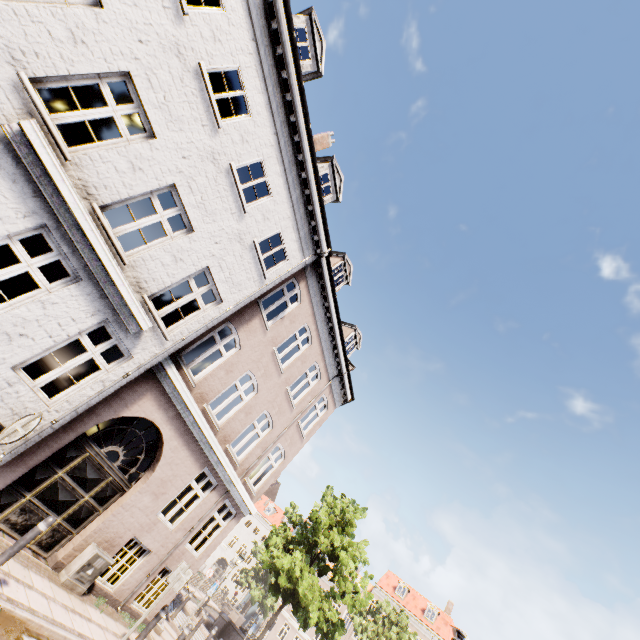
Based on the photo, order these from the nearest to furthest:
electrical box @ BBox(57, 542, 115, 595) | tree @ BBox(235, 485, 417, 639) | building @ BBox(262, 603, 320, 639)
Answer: electrical box @ BBox(57, 542, 115, 595) → tree @ BBox(235, 485, 417, 639) → building @ BBox(262, 603, 320, 639)

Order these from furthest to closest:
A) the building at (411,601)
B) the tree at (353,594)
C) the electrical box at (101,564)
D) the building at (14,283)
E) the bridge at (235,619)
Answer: the building at (411,601) → the bridge at (235,619) → the tree at (353,594) → the electrical box at (101,564) → the building at (14,283)

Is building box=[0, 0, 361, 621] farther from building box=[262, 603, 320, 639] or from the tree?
building box=[262, 603, 320, 639]

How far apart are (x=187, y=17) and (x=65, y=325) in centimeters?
669cm

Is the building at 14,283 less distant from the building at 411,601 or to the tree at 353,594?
the tree at 353,594

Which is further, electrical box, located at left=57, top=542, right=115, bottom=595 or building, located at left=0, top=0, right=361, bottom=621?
electrical box, located at left=57, top=542, right=115, bottom=595

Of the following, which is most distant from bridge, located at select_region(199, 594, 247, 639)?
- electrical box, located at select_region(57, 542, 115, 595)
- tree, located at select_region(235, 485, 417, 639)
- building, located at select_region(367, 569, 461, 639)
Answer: electrical box, located at select_region(57, 542, 115, 595)

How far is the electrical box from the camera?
7.4 meters
